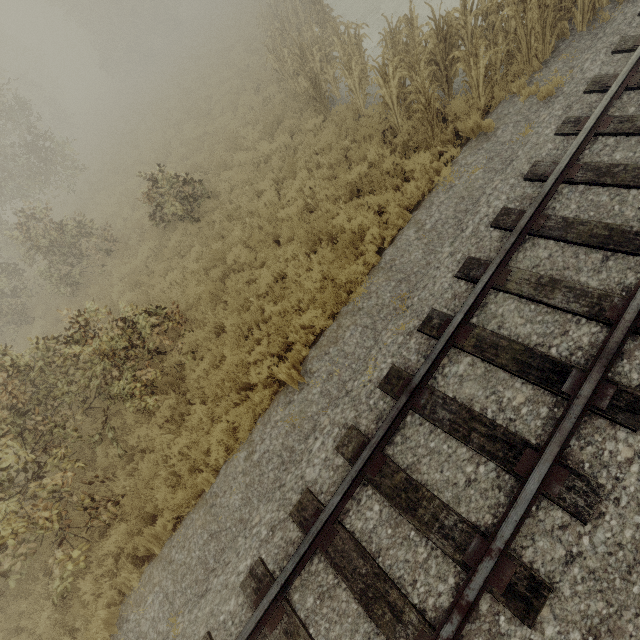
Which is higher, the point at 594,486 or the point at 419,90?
the point at 419,90

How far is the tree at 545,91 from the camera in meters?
6.0

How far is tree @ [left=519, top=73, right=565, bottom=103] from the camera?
6.00m
